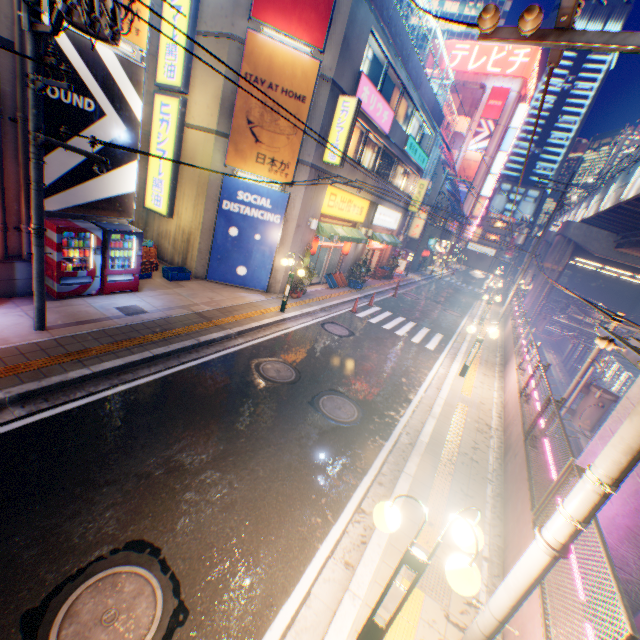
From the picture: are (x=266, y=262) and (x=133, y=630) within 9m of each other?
no

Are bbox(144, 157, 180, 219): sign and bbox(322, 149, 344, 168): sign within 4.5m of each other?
no

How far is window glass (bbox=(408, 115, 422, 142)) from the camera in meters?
21.6 m

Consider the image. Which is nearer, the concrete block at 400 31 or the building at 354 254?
the concrete block at 400 31

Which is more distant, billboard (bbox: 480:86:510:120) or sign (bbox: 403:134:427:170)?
billboard (bbox: 480:86:510:120)

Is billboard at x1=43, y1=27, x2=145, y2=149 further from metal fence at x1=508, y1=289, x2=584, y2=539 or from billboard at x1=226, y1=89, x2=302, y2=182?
metal fence at x1=508, y1=289, x2=584, y2=539

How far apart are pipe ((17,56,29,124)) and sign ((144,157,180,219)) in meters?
5.6 m

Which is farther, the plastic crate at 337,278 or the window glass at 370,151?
the plastic crate at 337,278
